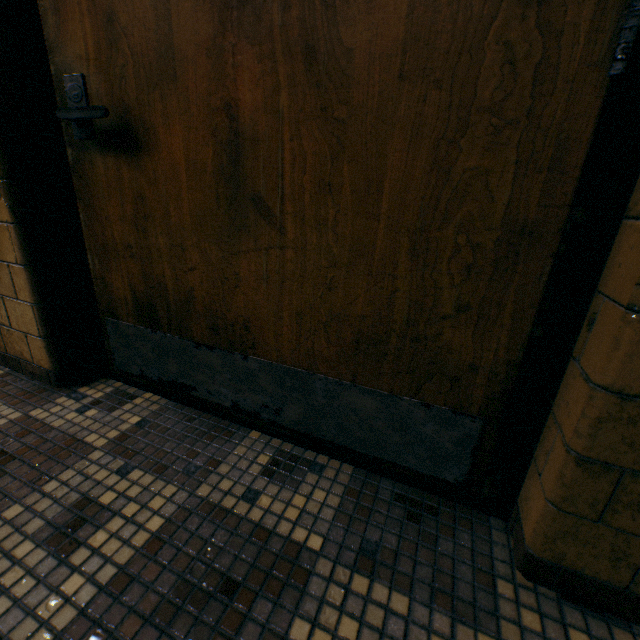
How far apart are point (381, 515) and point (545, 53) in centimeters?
111cm
